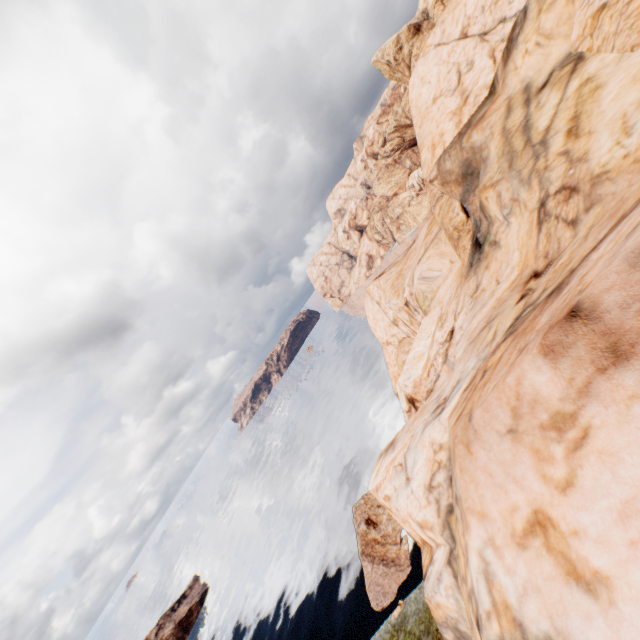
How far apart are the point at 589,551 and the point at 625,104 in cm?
901
